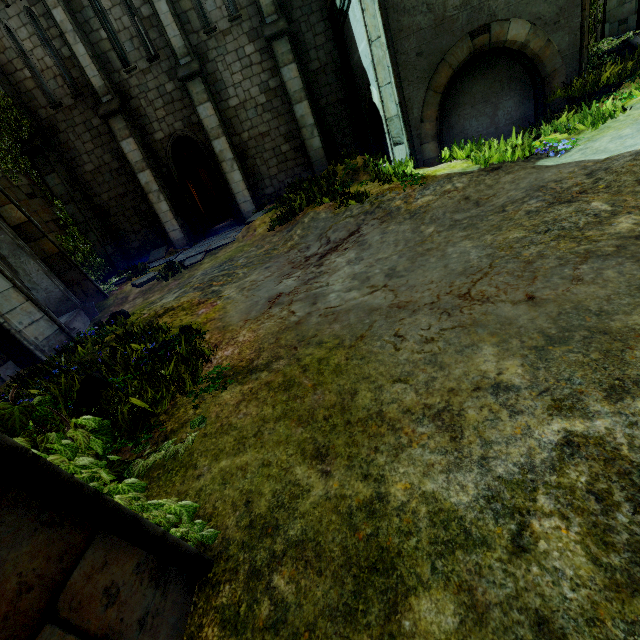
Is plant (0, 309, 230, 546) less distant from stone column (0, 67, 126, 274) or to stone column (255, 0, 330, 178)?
stone column (0, 67, 126, 274)

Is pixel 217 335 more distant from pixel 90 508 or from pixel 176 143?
pixel 176 143

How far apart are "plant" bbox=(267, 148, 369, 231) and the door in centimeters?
588cm

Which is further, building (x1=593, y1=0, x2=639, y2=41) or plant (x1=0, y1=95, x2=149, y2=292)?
plant (x1=0, y1=95, x2=149, y2=292)

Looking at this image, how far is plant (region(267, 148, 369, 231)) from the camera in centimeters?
778cm

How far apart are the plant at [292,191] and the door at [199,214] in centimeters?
588cm

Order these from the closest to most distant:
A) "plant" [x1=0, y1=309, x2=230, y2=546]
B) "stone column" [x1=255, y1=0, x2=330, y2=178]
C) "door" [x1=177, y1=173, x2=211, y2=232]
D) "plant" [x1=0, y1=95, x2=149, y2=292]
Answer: "plant" [x1=0, y1=309, x2=230, y2=546], "stone column" [x1=255, y1=0, x2=330, y2=178], "plant" [x1=0, y1=95, x2=149, y2=292], "door" [x1=177, y1=173, x2=211, y2=232]

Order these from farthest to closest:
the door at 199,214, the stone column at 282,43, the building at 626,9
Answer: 1. the door at 199,214
2. the stone column at 282,43
3. the building at 626,9
